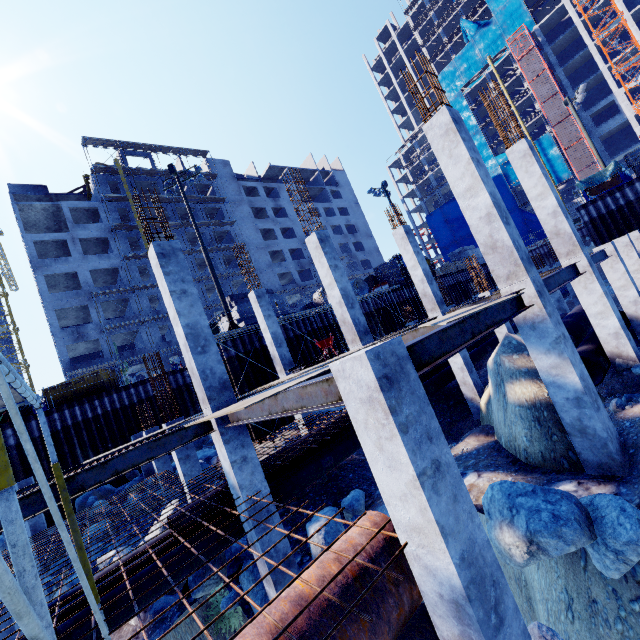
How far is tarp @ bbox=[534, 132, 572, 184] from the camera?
49.8m

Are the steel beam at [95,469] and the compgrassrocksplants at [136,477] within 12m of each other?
no

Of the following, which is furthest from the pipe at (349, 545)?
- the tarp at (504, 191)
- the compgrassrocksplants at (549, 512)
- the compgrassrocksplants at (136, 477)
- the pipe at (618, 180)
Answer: the tarp at (504, 191)

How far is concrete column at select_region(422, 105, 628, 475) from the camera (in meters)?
6.12

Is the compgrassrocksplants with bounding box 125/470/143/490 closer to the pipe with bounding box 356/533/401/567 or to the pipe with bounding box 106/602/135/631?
the pipe with bounding box 106/602/135/631

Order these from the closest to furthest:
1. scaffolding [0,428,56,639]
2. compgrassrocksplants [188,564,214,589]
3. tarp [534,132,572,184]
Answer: scaffolding [0,428,56,639]
compgrassrocksplants [188,564,214,589]
tarp [534,132,572,184]

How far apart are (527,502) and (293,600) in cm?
375

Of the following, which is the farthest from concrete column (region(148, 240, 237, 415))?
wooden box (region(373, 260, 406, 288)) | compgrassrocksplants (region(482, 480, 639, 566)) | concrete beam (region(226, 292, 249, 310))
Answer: wooden box (region(373, 260, 406, 288))
